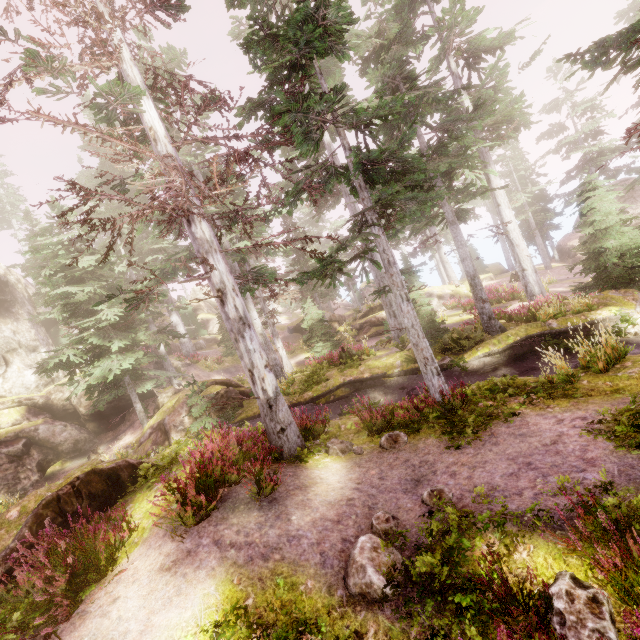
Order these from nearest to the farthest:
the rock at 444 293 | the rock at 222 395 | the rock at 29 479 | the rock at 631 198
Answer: the rock at 222 395, the rock at 29 479, the rock at 444 293, the rock at 631 198

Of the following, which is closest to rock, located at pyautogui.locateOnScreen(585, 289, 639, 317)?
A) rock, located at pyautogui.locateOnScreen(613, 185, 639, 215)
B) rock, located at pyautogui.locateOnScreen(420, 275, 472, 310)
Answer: rock, located at pyautogui.locateOnScreen(420, 275, 472, 310)

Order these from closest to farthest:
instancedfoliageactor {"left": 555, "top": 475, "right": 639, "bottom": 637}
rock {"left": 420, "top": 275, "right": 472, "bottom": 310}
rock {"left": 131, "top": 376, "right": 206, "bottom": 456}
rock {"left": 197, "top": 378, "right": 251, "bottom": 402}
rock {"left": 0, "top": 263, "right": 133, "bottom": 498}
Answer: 1. instancedfoliageactor {"left": 555, "top": 475, "right": 639, "bottom": 637}
2. rock {"left": 131, "top": 376, "right": 206, "bottom": 456}
3. rock {"left": 197, "top": 378, "right": 251, "bottom": 402}
4. rock {"left": 0, "top": 263, "right": 133, "bottom": 498}
5. rock {"left": 420, "top": 275, "right": 472, "bottom": 310}

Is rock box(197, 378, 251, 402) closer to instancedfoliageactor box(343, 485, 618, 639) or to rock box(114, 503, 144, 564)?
instancedfoliageactor box(343, 485, 618, 639)

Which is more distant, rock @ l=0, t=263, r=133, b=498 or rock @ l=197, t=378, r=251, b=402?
rock @ l=0, t=263, r=133, b=498

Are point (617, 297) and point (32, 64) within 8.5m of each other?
no

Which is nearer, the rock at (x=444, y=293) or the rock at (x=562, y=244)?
the rock at (x=444, y=293)

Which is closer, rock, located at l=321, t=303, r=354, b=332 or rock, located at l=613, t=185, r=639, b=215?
rock, located at l=613, t=185, r=639, b=215
